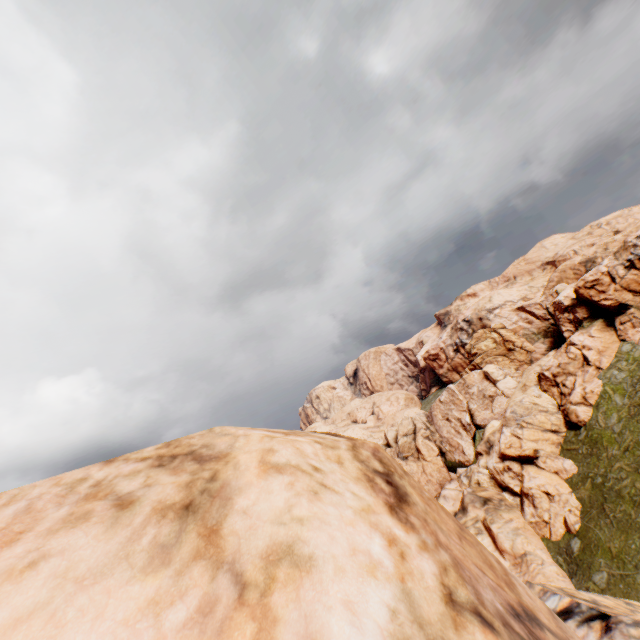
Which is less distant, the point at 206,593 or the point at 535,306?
the point at 206,593
